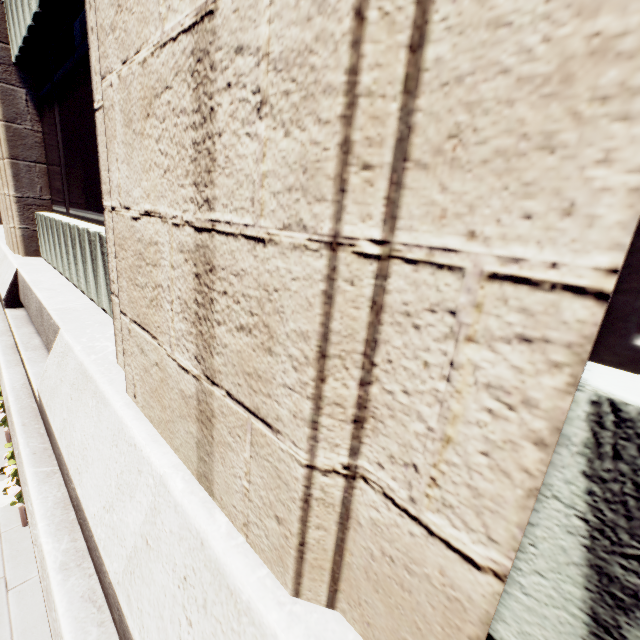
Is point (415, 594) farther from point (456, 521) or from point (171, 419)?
point (171, 419)
